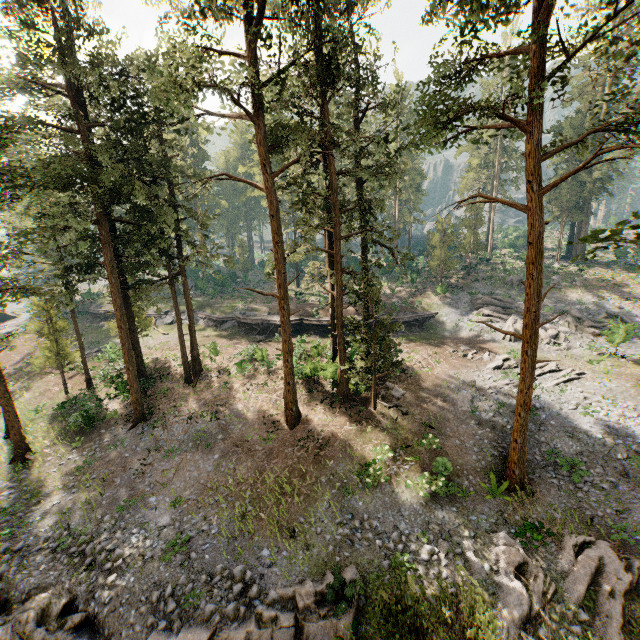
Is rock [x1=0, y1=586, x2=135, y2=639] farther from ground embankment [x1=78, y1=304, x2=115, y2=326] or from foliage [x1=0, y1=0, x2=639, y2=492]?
ground embankment [x1=78, y1=304, x2=115, y2=326]

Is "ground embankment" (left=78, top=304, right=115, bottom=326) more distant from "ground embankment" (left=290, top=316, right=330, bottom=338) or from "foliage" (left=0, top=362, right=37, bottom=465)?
"ground embankment" (left=290, top=316, right=330, bottom=338)

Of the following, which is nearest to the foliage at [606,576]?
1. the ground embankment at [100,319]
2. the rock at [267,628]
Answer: the rock at [267,628]

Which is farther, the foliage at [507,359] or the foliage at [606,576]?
the foliage at [507,359]

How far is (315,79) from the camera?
19.1m

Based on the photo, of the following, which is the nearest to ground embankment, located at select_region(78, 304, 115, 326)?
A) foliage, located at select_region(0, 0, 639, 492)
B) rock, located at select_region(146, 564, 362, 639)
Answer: foliage, located at select_region(0, 0, 639, 492)
